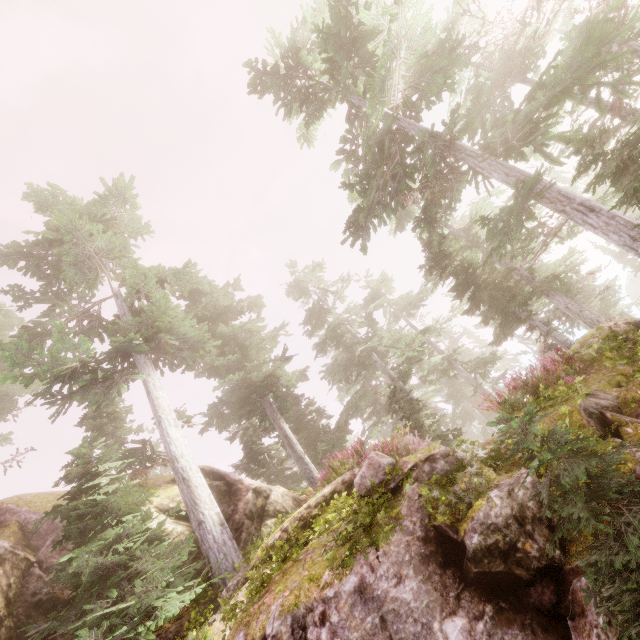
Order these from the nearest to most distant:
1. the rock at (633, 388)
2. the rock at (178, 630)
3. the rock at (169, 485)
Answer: the rock at (633, 388)
the rock at (178, 630)
the rock at (169, 485)

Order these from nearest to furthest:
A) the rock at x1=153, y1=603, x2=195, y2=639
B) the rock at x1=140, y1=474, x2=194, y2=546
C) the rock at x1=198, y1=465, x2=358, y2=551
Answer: the rock at x1=153, y1=603, x2=195, y2=639
the rock at x1=198, y1=465, x2=358, y2=551
the rock at x1=140, y1=474, x2=194, y2=546

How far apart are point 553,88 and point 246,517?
16.7 meters

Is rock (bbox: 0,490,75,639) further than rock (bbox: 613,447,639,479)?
Yes

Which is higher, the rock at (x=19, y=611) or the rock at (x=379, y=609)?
the rock at (x=19, y=611)

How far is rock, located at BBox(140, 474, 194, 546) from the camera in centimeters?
1169cm
